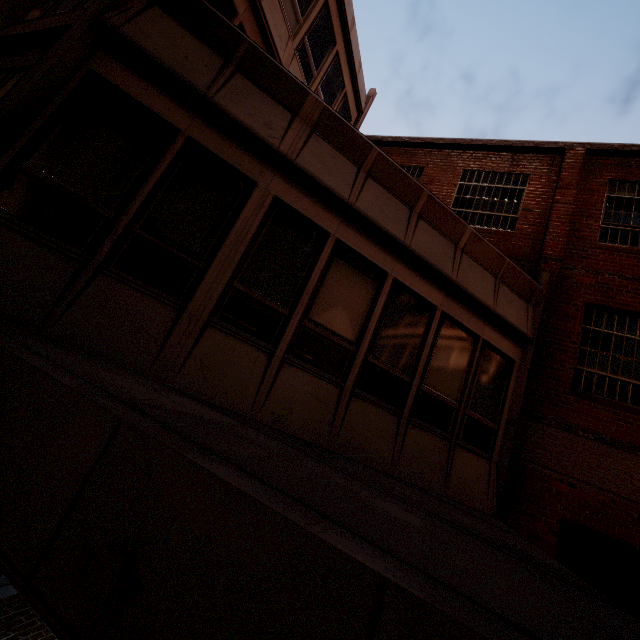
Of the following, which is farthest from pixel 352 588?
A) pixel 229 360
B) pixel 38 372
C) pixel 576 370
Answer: pixel 576 370
